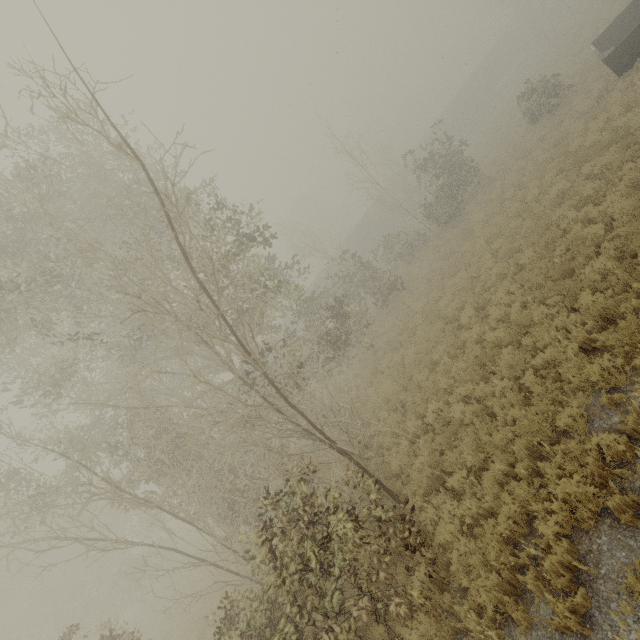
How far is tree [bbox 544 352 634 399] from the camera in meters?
5.5

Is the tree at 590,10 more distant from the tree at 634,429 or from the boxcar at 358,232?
the boxcar at 358,232

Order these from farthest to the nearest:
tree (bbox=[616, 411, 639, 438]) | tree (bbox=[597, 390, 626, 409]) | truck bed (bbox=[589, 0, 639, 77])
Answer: truck bed (bbox=[589, 0, 639, 77]) < tree (bbox=[597, 390, 626, 409]) < tree (bbox=[616, 411, 639, 438])

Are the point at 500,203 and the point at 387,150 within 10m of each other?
no

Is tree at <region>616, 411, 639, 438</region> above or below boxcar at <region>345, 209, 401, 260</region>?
below

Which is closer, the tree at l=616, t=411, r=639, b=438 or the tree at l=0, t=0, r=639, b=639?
the tree at l=616, t=411, r=639, b=438

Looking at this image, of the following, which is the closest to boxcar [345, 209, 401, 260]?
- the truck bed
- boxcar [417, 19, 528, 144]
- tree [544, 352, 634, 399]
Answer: boxcar [417, 19, 528, 144]

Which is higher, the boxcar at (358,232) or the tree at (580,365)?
the boxcar at (358,232)
